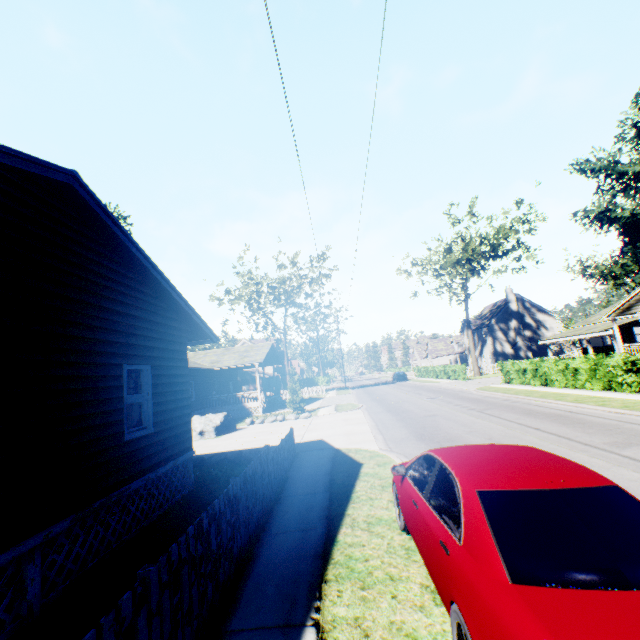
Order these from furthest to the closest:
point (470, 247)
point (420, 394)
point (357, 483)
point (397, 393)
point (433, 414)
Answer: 1. point (470, 247)
2. point (397, 393)
3. point (420, 394)
4. point (433, 414)
5. point (357, 483)

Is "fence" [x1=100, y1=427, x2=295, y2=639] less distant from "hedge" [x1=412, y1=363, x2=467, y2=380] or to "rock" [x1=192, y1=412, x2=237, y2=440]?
"rock" [x1=192, y1=412, x2=237, y2=440]

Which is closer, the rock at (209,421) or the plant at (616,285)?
the rock at (209,421)

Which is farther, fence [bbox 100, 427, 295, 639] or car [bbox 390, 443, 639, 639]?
fence [bbox 100, 427, 295, 639]

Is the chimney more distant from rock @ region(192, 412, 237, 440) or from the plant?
rock @ region(192, 412, 237, 440)

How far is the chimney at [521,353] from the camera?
47.9m

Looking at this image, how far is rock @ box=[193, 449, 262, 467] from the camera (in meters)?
11.66

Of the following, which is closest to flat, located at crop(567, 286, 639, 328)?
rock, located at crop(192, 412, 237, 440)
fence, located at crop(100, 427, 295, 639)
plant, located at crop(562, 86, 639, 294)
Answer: plant, located at crop(562, 86, 639, 294)
